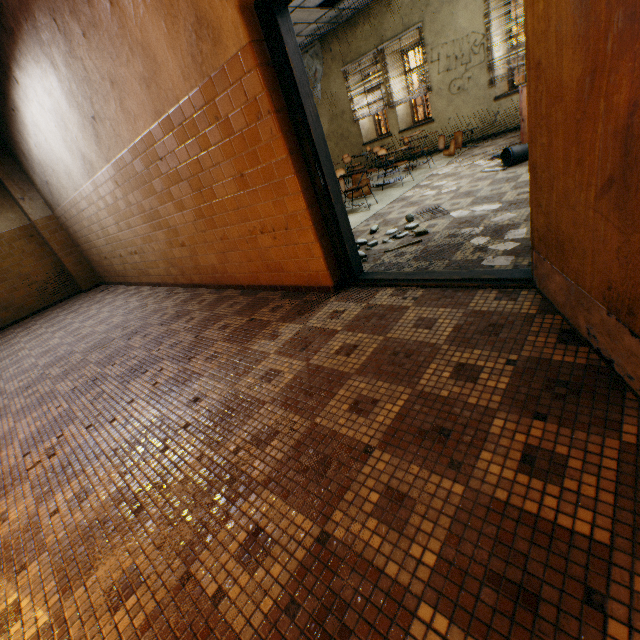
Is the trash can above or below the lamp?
below

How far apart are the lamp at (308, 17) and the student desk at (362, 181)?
3.8m

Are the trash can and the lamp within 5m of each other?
no

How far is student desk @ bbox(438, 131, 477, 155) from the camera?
7.6m

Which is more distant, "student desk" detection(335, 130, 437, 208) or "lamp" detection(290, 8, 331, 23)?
"lamp" detection(290, 8, 331, 23)

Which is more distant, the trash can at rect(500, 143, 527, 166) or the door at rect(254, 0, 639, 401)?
the trash can at rect(500, 143, 527, 166)

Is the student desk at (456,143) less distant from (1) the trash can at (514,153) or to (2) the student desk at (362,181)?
(2) the student desk at (362,181)

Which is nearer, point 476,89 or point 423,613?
point 423,613
